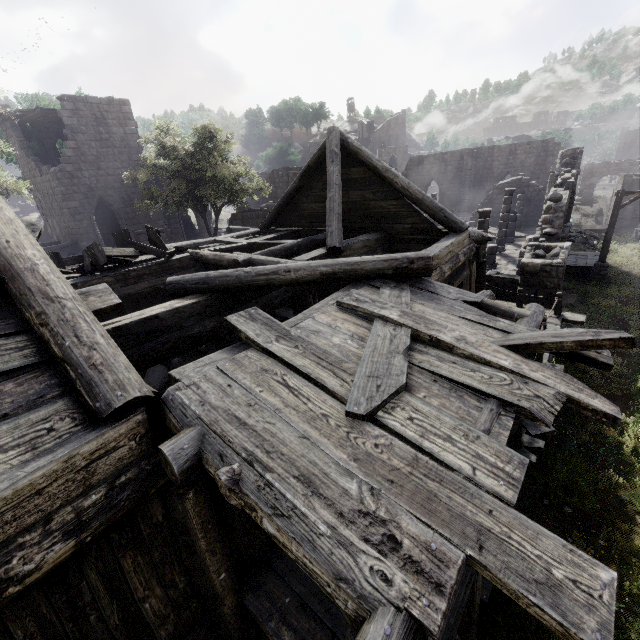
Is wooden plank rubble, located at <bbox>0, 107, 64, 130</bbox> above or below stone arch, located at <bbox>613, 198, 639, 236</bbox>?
above

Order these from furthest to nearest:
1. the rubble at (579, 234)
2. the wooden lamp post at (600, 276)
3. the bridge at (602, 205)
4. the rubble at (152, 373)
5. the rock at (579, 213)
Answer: the rock at (579, 213), the bridge at (602, 205), the rubble at (579, 234), the wooden lamp post at (600, 276), the rubble at (152, 373)

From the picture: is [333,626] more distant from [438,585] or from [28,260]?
[28,260]

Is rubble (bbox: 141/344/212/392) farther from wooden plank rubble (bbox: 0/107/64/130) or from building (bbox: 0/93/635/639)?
wooden plank rubble (bbox: 0/107/64/130)

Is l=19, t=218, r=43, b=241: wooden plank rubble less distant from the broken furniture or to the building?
the building

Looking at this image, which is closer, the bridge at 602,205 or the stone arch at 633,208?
the stone arch at 633,208

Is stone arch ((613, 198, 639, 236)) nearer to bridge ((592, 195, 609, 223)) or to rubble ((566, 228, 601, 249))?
rubble ((566, 228, 601, 249))

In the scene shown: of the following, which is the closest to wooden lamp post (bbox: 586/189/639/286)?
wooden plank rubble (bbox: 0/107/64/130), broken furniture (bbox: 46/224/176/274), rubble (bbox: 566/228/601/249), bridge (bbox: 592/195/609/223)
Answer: rubble (bbox: 566/228/601/249)
